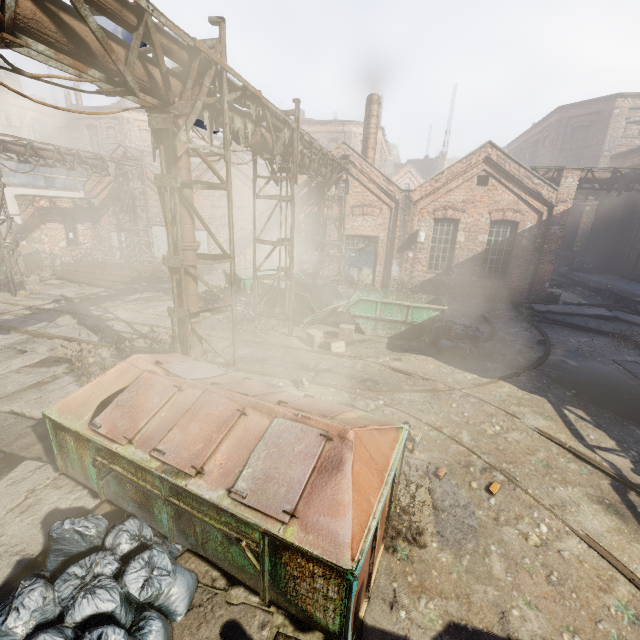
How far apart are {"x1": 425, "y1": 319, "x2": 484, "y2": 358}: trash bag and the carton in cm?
299

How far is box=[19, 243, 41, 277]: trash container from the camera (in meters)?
16.73

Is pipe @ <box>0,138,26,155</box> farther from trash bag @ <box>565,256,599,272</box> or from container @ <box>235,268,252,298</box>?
trash bag @ <box>565,256,599,272</box>

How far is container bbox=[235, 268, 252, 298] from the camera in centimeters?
1354cm

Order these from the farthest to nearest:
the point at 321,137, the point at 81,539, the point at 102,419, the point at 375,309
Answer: the point at 321,137 → the point at 375,309 → the point at 102,419 → the point at 81,539

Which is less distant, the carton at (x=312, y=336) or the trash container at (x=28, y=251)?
the carton at (x=312, y=336)

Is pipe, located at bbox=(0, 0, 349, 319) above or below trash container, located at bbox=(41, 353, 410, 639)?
above

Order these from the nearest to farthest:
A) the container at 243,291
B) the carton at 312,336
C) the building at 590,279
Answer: the carton at 312,336 → the container at 243,291 → the building at 590,279
